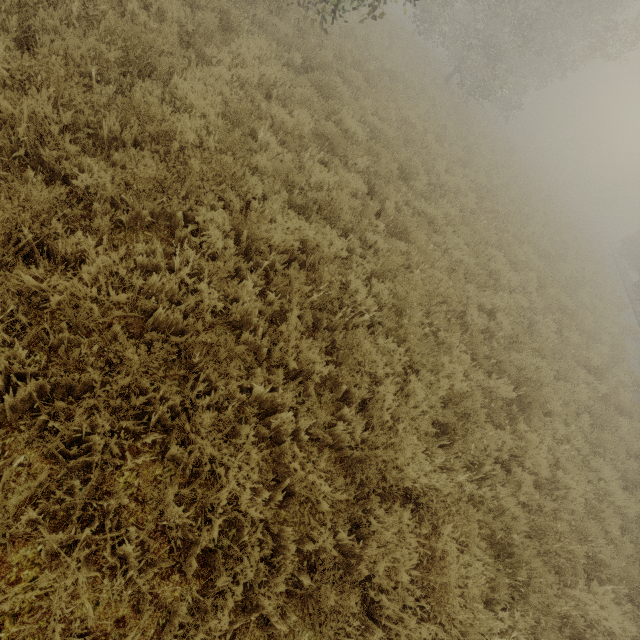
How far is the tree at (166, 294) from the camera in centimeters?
304cm

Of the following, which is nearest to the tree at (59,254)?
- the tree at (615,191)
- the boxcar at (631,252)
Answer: the boxcar at (631,252)

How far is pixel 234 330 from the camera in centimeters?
373cm

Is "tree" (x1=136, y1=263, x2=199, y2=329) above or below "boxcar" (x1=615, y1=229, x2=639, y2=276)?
below

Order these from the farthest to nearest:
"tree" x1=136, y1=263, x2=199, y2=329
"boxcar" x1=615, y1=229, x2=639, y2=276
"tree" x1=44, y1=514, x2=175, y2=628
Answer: "boxcar" x1=615, y1=229, x2=639, y2=276
"tree" x1=136, y1=263, x2=199, y2=329
"tree" x1=44, y1=514, x2=175, y2=628

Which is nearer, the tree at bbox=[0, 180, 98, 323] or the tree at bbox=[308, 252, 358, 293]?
the tree at bbox=[0, 180, 98, 323]

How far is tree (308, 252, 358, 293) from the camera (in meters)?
4.09

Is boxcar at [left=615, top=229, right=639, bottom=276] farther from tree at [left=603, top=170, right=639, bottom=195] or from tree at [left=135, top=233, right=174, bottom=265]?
tree at [left=603, top=170, right=639, bottom=195]
